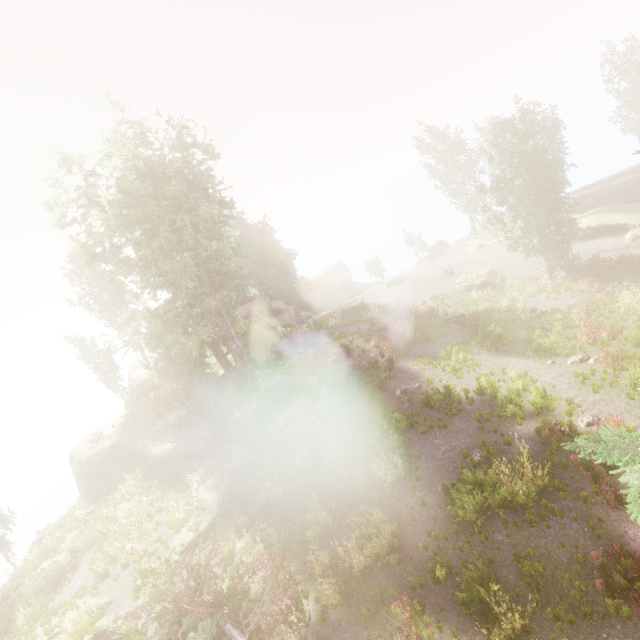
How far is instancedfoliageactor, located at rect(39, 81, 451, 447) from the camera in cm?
1806

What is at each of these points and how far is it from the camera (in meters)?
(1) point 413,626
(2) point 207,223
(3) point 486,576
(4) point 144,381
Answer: (1) instancedfoliageactor, 9.49
(2) instancedfoliageactor, 20.84
(3) instancedfoliageactor, 9.16
(4) rock, 31.02

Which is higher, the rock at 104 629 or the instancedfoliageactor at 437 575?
the rock at 104 629

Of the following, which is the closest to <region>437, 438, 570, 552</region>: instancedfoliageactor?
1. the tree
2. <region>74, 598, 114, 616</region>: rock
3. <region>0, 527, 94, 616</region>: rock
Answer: the tree

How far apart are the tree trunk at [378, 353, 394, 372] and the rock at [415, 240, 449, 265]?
32.2 meters

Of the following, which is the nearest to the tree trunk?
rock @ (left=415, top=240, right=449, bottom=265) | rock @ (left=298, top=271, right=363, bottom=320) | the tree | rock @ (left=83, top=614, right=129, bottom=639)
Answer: the tree

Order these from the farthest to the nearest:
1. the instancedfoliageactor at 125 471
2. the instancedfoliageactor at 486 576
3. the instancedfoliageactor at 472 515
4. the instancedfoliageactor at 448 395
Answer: the instancedfoliageactor at 448 395 → the instancedfoliageactor at 125 471 → the instancedfoliageactor at 472 515 → the instancedfoliageactor at 486 576

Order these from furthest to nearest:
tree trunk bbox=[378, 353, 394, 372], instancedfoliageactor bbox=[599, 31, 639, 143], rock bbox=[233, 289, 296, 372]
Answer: instancedfoliageactor bbox=[599, 31, 639, 143], rock bbox=[233, 289, 296, 372], tree trunk bbox=[378, 353, 394, 372]
